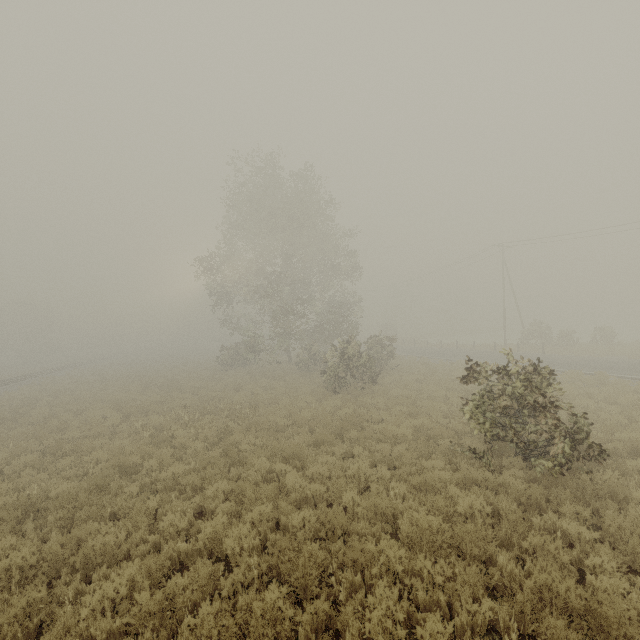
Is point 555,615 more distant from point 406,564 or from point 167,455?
point 167,455
